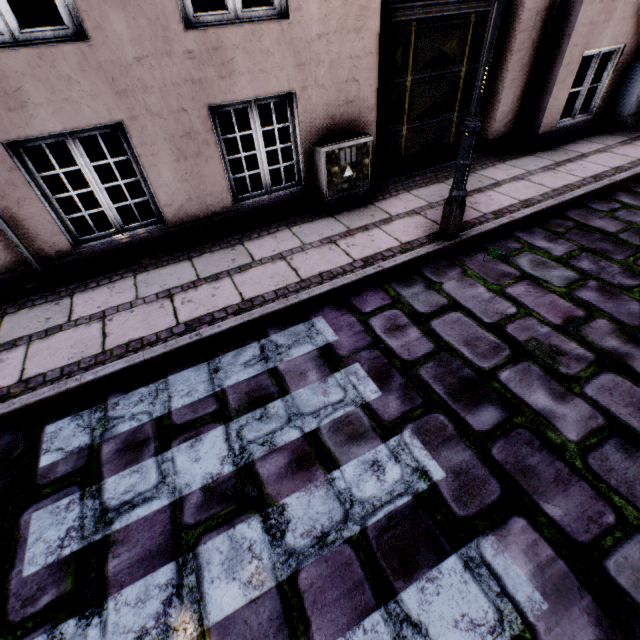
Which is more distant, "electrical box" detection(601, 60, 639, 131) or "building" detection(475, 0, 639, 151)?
"electrical box" detection(601, 60, 639, 131)

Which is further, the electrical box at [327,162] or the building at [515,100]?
the building at [515,100]

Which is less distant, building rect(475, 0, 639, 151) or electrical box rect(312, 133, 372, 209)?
electrical box rect(312, 133, 372, 209)

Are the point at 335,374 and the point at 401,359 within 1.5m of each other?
yes

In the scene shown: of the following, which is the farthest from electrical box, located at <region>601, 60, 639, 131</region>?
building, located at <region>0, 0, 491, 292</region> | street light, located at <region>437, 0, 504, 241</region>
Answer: street light, located at <region>437, 0, 504, 241</region>

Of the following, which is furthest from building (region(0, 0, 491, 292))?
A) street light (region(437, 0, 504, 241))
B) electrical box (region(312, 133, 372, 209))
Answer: street light (region(437, 0, 504, 241))

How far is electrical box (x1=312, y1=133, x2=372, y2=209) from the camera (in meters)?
4.25

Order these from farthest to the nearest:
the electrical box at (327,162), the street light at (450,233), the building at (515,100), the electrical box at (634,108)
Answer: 1. the electrical box at (634,108)
2. the building at (515,100)
3. the electrical box at (327,162)
4. the street light at (450,233)
